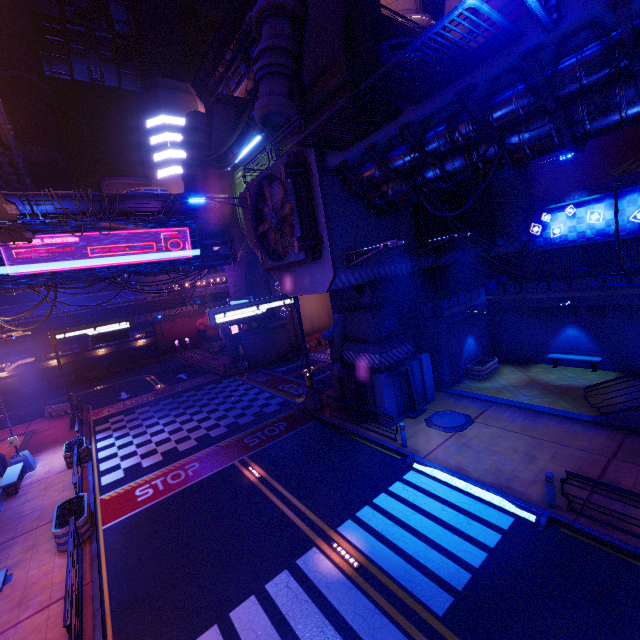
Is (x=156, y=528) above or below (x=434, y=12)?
below

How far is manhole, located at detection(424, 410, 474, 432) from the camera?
14.7 meters

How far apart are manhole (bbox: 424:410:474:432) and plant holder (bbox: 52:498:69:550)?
14.20m

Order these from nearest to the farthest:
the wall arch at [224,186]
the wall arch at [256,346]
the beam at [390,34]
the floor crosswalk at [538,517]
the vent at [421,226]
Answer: the floor crosswalk at [538,517]
the vent at [421,226]
the beam at [390,34]
the wall arch at [224,186]
the wall arch at [256,346]

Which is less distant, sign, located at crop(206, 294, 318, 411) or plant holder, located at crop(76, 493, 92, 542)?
plant holder, located at crop(76, 493, 92, 542)

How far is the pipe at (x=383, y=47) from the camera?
19.62m

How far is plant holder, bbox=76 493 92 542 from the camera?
11.4m

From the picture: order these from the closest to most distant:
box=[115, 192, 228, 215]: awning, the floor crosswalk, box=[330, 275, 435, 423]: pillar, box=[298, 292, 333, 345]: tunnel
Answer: the floor crosswalk → box=[330, 275, 435, 423]: pillar → box=[115, 192, 228, 215]: awning → box=[298, 292, 333, 345]: tunnel
